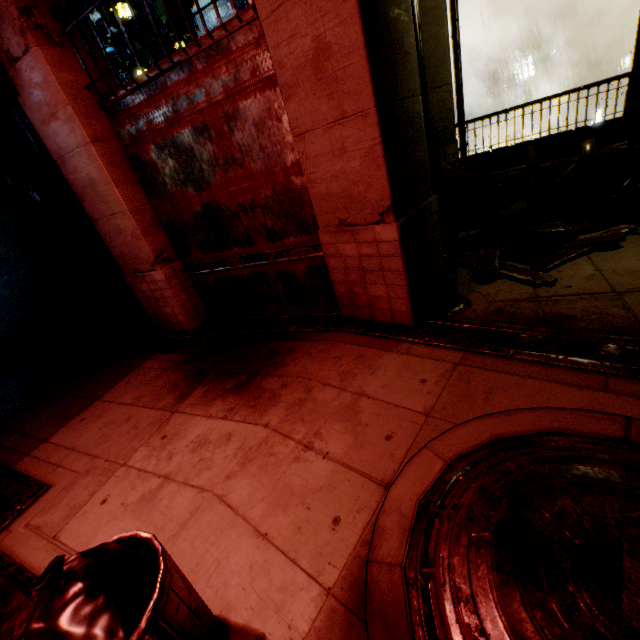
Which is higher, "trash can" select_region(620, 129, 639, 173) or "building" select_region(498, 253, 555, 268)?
"trash can" select_region(620, 129, 639, 173)

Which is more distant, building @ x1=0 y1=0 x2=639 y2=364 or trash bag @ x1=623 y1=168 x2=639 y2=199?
trash bag @ x1=623 y1=168 x2=639 y2=199

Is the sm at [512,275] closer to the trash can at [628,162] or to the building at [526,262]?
the building at [526,262]

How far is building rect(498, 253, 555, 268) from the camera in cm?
562

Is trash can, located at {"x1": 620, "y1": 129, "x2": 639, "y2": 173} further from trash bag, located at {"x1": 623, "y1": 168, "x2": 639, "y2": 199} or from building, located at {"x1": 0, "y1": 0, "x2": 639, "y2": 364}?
building, located at {"x1": 0, "y1": 0, "x2": 639, "y2": 364}

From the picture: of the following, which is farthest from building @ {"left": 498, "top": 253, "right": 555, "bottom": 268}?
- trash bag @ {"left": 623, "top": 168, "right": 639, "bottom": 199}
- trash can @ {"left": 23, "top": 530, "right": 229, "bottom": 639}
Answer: trash bag @ {"left": 623, "top": 168, "right": 639, "bottom": 199}

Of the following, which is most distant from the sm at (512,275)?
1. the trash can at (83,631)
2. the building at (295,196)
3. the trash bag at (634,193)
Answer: the trash can at (83,631)

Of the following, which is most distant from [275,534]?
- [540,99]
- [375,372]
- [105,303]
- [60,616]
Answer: [540,99]
